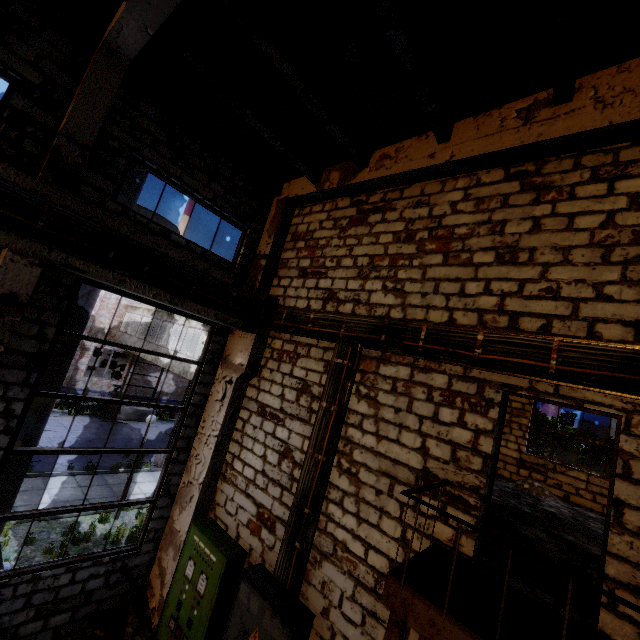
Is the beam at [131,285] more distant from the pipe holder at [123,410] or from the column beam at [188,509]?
the pipe holder at [123,410]

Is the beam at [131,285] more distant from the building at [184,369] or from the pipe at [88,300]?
the building at [184,369]

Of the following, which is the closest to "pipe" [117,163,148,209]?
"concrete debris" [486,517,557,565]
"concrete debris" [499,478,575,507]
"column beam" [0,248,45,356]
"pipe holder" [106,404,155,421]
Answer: "column beam" [0,248,45,356]

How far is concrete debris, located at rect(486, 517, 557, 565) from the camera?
4.67m

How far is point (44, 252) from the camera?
4.5m

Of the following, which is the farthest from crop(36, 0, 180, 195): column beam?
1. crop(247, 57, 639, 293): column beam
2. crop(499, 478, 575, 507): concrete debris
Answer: crop(499, 478, 575, 507): concrete debris

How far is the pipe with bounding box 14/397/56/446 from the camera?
6.0m

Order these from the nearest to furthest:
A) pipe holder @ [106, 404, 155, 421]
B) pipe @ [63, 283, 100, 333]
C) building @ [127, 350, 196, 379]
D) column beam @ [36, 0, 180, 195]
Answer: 1. column beam @ [36, 0, 180, 195]
2. pipe @ [63, 283, 100, 333]
3. building @ [127, 350, 196, 379]
4. pipe holder @ [106, 404, 155, 421]
